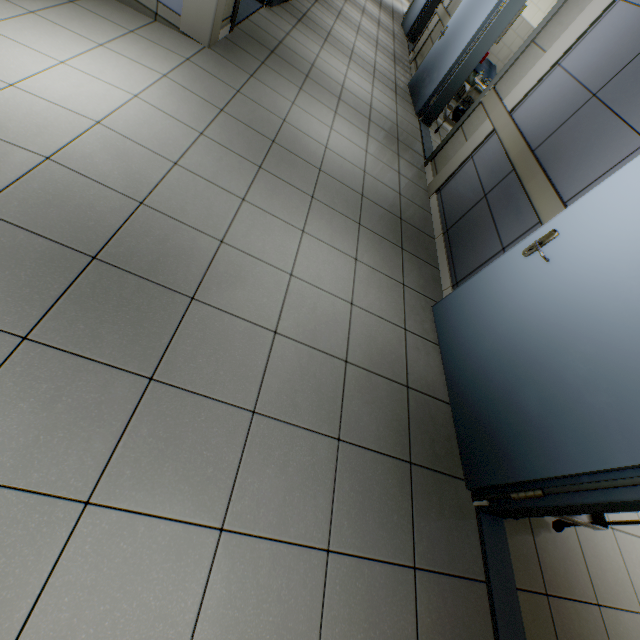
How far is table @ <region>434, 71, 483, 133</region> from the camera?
5.1m

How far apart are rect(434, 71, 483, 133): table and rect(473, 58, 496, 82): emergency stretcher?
0.33m

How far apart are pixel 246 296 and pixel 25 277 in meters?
1.0 m

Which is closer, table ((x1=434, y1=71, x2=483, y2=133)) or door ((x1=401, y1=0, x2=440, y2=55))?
table ((x1=434, y1=71, x2=483, y2=133))

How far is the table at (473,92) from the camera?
5.1m

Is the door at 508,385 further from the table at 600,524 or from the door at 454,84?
the door at 454,84

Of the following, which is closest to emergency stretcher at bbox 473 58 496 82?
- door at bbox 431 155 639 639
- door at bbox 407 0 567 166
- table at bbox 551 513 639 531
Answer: door at bbox 407 0 567 166

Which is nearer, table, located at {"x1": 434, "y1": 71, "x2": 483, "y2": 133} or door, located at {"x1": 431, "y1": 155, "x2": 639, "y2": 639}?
door, located at {"x1": 431, "y1": 155, "x2": 639, "y2": 639}
